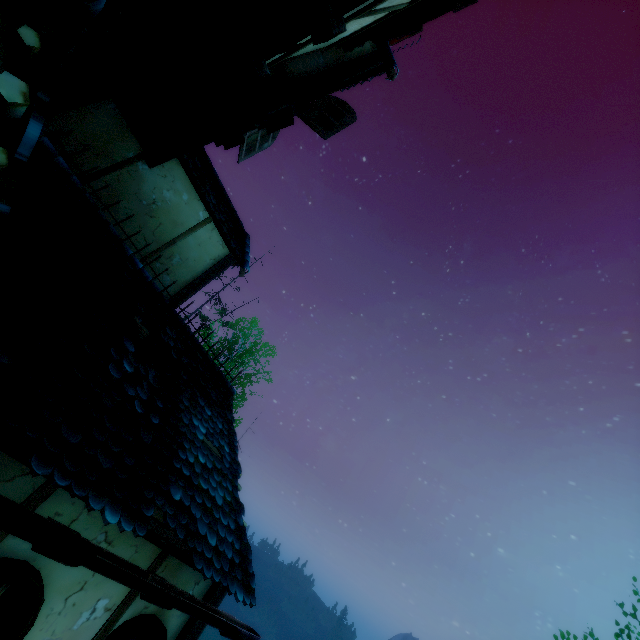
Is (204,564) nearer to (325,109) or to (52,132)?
(52,132)

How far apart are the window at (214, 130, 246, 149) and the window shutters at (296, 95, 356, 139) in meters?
1.3 m

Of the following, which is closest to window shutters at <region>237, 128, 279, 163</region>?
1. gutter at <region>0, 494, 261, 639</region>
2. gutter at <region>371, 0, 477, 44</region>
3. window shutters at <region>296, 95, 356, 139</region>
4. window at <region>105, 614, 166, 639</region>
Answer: window shutters at <region>296, 95, 356, 139</region>

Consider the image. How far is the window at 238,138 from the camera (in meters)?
6.40

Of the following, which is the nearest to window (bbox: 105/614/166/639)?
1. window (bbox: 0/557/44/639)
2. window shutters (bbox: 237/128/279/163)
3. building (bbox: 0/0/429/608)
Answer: building (bbox: 0/0/429/608)

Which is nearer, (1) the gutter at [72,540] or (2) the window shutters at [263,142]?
(1) the gutter at [72,540]

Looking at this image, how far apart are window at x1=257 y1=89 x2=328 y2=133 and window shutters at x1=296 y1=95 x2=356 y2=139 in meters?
0.0

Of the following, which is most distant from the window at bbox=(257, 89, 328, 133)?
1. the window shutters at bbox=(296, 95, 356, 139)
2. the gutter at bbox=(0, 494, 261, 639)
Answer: the gutter at bbox=(0, 494, 261, 639)
